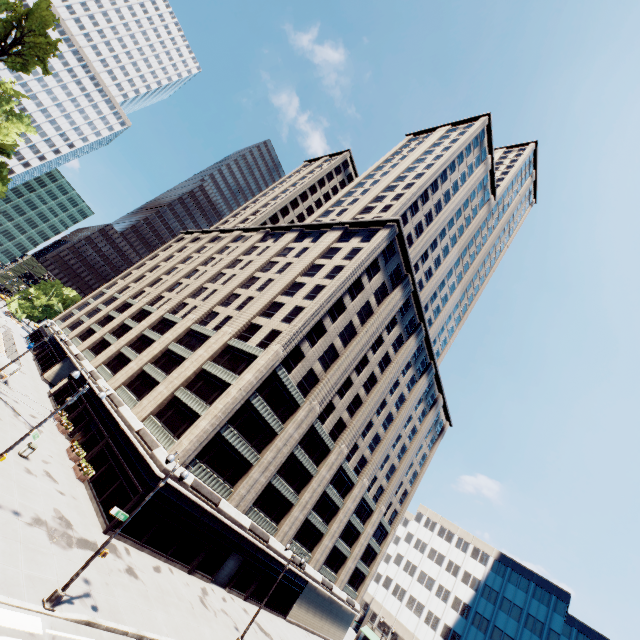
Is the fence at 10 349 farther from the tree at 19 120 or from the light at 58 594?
the light at 58 594

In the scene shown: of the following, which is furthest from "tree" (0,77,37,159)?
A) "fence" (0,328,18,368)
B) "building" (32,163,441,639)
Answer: "fence" (0,328,18,368)

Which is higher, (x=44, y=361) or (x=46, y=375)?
(x=44, y=361)

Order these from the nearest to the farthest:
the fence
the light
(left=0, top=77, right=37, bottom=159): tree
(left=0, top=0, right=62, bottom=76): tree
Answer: the light
(left=0, top=0, right=62, bottom=76): tree
(left=0, top=77, right=37, bottom=159): tree
the fence

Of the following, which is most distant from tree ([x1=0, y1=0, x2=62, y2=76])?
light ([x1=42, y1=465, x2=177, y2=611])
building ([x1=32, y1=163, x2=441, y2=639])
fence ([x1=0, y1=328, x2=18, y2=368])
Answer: light ([x1=42, y1=465, x2=177, y2=611])

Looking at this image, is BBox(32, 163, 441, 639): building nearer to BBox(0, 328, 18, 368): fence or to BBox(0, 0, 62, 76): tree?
BBox(0, 328, 18, 368): fence

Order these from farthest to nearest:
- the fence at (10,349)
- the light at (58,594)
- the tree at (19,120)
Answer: the fence at (10,349)
the tree at (19,120)
the light at (58,594)
